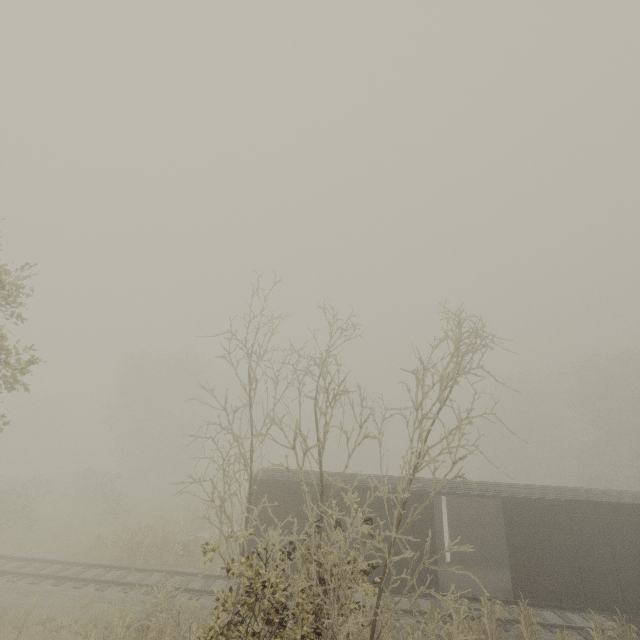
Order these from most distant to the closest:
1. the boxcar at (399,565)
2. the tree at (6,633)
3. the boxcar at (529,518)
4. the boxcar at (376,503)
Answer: the boxcar at (376,503)
the boxcar at (399,565)
the boxcar at (529,518)
the tree at (6,633)

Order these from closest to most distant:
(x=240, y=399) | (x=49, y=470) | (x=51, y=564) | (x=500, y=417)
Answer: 1. (x=240, y=399)
2. (x=51, y=564)
3. (x=49, y=470)
4. (x=500, y=417)

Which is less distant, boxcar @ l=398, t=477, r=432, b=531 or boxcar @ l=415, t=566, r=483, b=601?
boxcar @ l=415, t=566, r=483, b=601

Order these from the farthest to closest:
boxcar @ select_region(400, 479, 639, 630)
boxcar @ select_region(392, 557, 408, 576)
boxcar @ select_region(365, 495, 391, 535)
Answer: boxcar @ select_region(365, 495, 391, 535), boxcar @ select_region(392, 557, 408, 576), boxcar @ select_region(400, 479, 639, 630)

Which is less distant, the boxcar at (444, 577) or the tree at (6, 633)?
the tree at (6, 633)

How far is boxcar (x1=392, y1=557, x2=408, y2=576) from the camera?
12.6m
